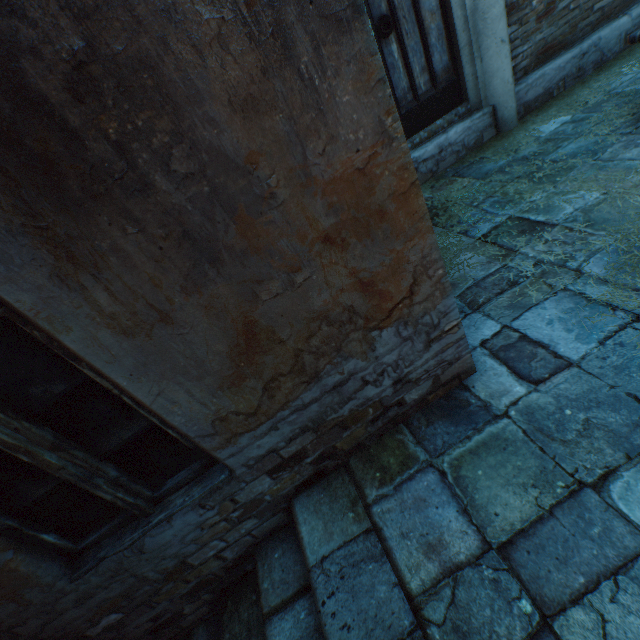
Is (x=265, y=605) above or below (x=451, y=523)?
below

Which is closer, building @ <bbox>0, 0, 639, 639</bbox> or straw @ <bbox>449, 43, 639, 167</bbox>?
building @ <bbox>0, 0, 639, 639</bbox>

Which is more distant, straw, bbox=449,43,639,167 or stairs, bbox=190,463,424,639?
straw, bbox=449,43,639,167

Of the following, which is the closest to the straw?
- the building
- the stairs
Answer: the building

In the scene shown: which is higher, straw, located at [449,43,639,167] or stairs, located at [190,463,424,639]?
straw, located at [449,43,639,167]

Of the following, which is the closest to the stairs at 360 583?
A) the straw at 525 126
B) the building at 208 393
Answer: the building at 208 393
